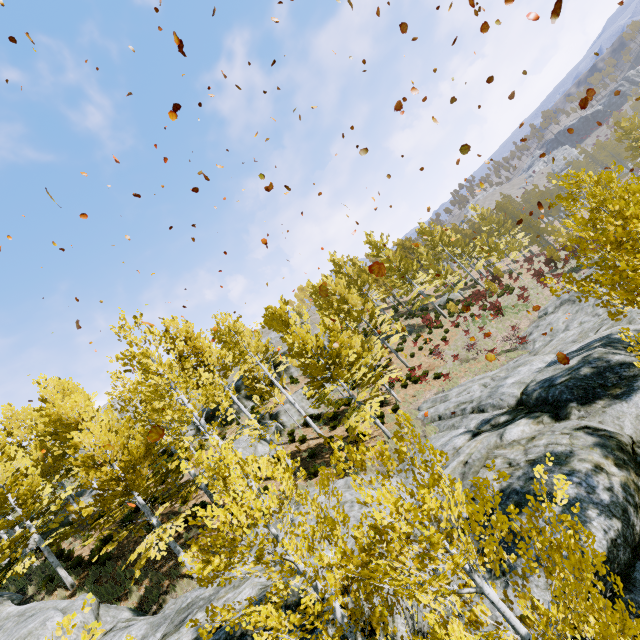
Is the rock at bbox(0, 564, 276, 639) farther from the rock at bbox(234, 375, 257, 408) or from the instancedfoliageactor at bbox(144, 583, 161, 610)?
the rock at bbox(234, 375, 257, 408)

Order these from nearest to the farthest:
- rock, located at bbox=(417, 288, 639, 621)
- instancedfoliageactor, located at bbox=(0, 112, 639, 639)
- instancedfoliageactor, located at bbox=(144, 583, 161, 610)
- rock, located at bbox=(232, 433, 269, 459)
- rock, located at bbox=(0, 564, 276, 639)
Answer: instancedfoliageactor, located at bbox=(0, 112, 639, 639) → rock, located at bbox=(417, 288, 639, 621) → rock, located at bbox=(0, 564, 276, 639) → instancedfoliageactor, located at bbox=(144, 583, 161, 610) → rock, located at bbox=(232, 433, 269, 459)

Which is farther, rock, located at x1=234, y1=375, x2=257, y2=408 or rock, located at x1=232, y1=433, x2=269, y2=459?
rock, located at x1=234, y1=375, x2=257, y2=408

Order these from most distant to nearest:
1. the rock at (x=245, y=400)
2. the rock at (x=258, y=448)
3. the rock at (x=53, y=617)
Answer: the rock at (x=245, y=400) < the rock at (x=258, y=448) < the rock at (x=53, y=617)

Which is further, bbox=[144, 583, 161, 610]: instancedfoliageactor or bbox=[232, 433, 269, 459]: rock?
bbox=[232, 433, 269, 459]: rock

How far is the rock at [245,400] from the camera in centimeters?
3091cm

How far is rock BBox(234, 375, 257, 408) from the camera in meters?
30.9

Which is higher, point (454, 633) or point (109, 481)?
point (109, 481)
